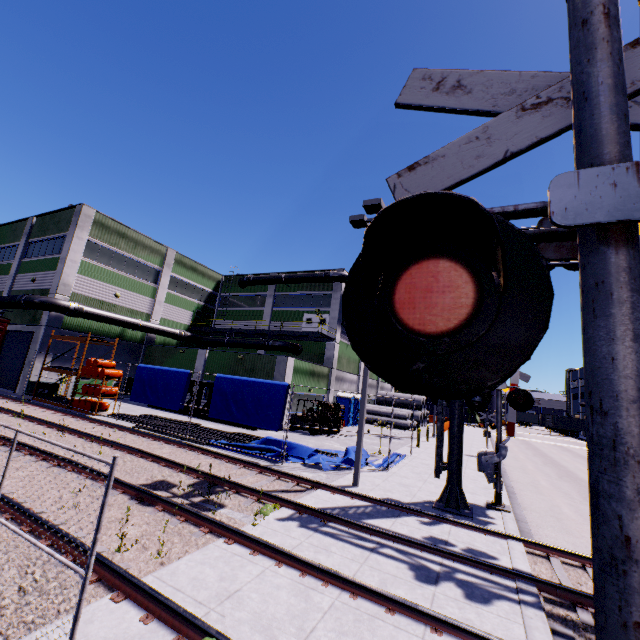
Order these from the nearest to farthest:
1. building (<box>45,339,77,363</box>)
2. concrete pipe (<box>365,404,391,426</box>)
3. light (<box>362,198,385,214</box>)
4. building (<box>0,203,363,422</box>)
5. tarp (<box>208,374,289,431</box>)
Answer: light (<box>362,198,385,214</box>) → tarp (<box>208,374,289,431</box>) → building (<box>45,339,77,363</box>) → building (<box>0,203,363,422</box>) → concrete pipe (<box>365,404,391,426</box>)

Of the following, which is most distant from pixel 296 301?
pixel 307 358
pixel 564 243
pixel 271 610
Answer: pixel 564 243

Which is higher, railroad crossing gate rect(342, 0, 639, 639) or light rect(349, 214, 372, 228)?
light rect(349, 214, 372, 228)

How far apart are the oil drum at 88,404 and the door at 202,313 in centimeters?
1560cm

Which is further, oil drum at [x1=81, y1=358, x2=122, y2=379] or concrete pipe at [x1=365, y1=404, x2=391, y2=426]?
concrete pipe at [x1=365, y1=404, x2=391, y2=426]

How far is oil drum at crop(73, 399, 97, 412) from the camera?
18.7m

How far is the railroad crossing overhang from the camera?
9.4 meters

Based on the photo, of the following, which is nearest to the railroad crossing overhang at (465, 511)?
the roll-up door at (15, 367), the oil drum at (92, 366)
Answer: the oil drum at (92, 366)
